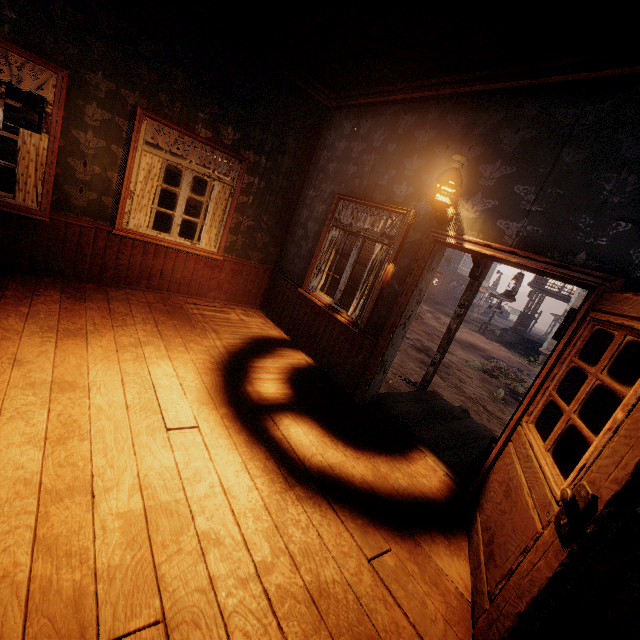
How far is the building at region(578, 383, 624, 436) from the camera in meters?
2.3 m

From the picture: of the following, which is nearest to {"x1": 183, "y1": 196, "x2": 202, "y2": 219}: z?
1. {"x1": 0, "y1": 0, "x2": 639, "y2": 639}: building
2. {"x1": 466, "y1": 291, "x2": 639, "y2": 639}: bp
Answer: {"x1": 0, "y1": 0, "x2": 639, "y2": 639}: building

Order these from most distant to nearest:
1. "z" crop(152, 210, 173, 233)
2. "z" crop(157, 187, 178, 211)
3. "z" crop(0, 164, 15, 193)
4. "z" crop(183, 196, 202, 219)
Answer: "z" crop(183, 196, 202, 219) → "z" crop(157, 187, 178, 211) → "z" crop(152, 210, 173, 233) → "z" crop(0, 164, 15, 193)

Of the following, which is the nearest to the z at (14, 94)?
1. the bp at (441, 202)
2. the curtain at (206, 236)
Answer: the curtain at (206, 236)

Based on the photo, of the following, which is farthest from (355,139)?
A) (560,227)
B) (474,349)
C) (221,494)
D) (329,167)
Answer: (474,349)

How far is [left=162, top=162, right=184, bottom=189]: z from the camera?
26.6 meters

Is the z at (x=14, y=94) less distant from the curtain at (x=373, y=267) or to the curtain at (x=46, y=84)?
the curtain at (x=46, y=84)

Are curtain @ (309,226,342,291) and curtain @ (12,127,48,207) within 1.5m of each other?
no
